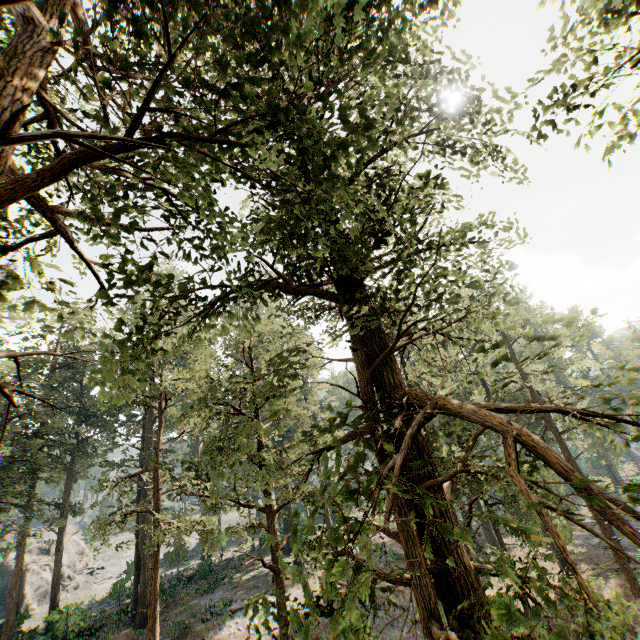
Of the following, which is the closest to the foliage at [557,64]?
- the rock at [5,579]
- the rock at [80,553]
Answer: the rock at [5,579]

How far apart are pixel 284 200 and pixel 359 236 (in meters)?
3.83

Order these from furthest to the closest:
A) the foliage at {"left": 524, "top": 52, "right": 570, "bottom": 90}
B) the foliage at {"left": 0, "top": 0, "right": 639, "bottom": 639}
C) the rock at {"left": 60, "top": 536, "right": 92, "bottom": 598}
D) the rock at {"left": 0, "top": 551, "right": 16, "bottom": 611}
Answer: the rock at {"left": 60, "top": 536, "right": 92, "bottom": 598} < the rock at {"left": 0, "top": 551, "right": 16, "bottom": 611} < the foliage at {"left": 524, "top": 52, "right": 570, "bottom": 90} < the foliage at {"left": 0, "top": 0, "right": 639, "bottom": 639}

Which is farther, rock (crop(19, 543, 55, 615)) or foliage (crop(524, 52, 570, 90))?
rock (crop(19, 543, 55, 615))

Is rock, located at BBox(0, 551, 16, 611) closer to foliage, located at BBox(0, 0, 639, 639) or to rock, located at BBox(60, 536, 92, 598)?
foliage, located at BBox(0, 0, 639, 639)

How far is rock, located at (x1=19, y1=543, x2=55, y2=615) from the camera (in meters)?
37.38

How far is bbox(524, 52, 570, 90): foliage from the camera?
5.39m

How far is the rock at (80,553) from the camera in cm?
4106
